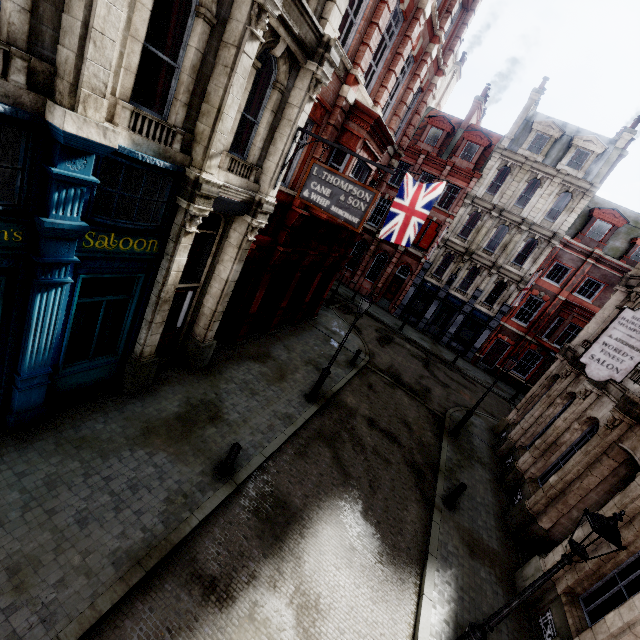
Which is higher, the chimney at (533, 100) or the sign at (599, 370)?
the chimney at (533, 100)

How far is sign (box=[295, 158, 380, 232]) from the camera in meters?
8.1

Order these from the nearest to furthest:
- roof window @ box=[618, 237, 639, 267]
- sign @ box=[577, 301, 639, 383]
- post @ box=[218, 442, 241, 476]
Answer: post @ box=[218, 442, 241, 476], sign @ box=[577, 301, 639, 383], roof window @ box=[618, 237, 639, 267]

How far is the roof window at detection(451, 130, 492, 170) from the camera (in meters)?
27.36

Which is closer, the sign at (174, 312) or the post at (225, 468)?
the post at (225, 468)

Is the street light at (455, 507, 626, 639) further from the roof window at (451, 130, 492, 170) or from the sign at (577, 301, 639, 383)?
the roof window at (451, 130, 492, 170)

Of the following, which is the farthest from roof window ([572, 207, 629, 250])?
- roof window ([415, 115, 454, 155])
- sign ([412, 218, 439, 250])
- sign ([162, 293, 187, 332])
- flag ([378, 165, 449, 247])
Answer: sign ([162, 293, 187, 332])

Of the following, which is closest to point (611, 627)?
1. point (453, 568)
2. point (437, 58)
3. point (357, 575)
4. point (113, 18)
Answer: point (453, 568)
